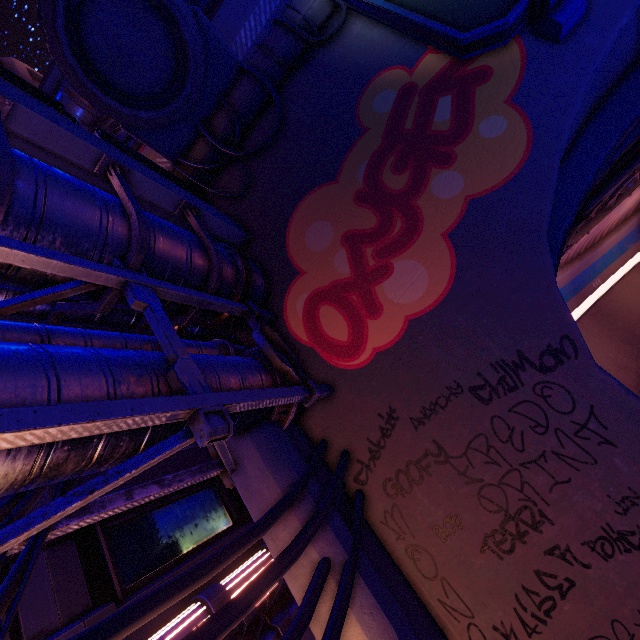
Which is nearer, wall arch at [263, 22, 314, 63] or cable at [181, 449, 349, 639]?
cable at [181, 449, 349, 639]

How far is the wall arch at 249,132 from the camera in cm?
843

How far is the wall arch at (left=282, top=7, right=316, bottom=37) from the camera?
7.98m

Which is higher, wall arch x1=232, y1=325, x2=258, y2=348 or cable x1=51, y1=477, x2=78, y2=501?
wall arch x1=232, y1=325, x2=258, y2=348

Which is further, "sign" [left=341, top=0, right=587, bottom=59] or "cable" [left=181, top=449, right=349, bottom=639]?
"sign" [left=341, top=0, right=587, bottom=59]

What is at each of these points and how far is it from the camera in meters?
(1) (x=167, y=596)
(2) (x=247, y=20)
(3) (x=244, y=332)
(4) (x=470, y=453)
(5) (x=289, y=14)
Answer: (1) cable, 2.7 m
(2) walkway, 11.7 m
(3) wall arch, 7.8 m
(4) wall arch, 5.3 m
(5) wall arch, 8.1 m
